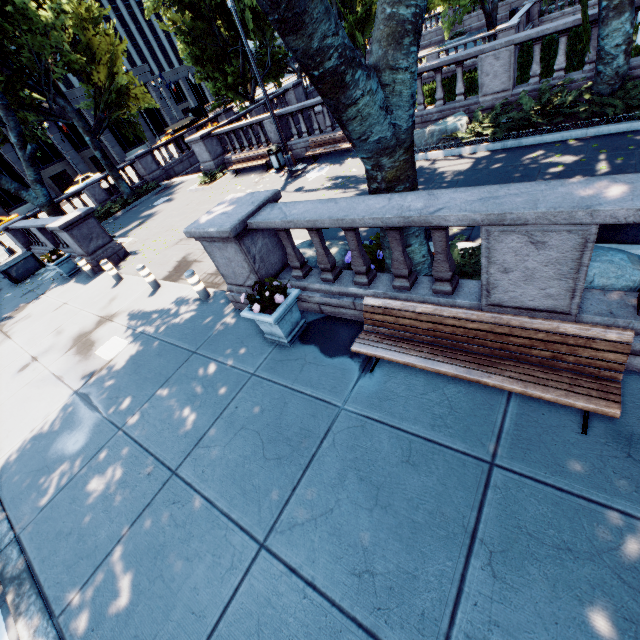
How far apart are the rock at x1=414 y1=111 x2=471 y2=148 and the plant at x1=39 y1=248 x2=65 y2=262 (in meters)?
13.76

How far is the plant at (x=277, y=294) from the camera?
5.3 meters

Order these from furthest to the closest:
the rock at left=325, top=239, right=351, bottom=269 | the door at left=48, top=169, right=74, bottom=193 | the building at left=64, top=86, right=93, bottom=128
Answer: the door at left=48, top=169, right=74, bottom=193, the building at left=64, top=86, right=93, bottom=128, the rock at left=325, top=239, right=351, bottom=269

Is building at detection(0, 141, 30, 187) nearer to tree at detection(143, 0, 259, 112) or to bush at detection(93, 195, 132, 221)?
tree at detection(143, 0, 259, 112)

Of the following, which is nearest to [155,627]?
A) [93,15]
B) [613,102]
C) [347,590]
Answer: [347,590]

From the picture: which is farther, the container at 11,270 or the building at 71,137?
the building at 71,137

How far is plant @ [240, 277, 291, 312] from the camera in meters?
5.3

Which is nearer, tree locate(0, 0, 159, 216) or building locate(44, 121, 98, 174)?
tree locate(0, 0, 159, 216)
